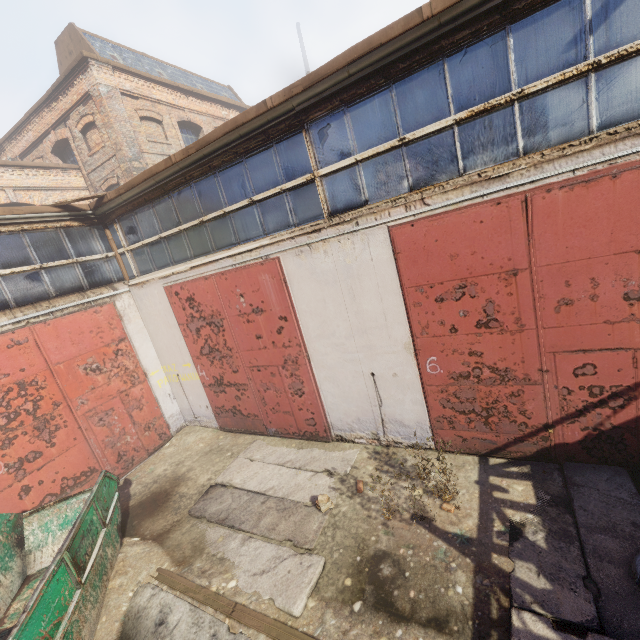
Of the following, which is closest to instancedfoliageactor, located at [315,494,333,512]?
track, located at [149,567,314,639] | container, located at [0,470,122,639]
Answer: track, located at [149,567,314,639]

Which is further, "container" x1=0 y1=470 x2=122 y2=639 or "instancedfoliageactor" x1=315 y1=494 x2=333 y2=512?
"instancedfoliageactor" x1=315 y1=494 x2=333 y2=512

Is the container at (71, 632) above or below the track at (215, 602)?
above

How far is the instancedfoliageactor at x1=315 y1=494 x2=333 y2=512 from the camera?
5.5m

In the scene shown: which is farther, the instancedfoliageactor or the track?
the instancedfoliageactor

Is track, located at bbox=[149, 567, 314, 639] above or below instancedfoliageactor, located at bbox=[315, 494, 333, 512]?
below

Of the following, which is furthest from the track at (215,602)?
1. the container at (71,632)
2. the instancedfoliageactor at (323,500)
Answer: the instancedfoliageactor at (323,500)

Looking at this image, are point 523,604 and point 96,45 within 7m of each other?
no
